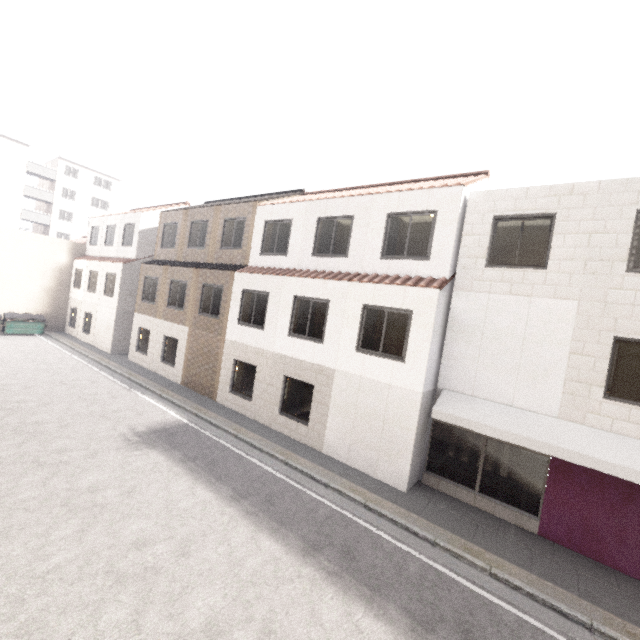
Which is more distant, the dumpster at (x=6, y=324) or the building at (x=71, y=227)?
the building at (x=71, y=227)

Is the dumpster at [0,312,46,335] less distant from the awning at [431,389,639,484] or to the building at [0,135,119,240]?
the building at [0,135,119,240]

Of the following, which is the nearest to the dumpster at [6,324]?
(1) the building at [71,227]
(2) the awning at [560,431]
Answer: (1) the building at [71,227]

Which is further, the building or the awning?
the building

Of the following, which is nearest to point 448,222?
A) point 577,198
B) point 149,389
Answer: point 577,198

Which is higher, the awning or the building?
the building

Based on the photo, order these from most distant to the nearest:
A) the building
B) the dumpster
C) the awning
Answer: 1. the building
2. the dumpster
3. the awning

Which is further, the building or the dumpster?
the building
